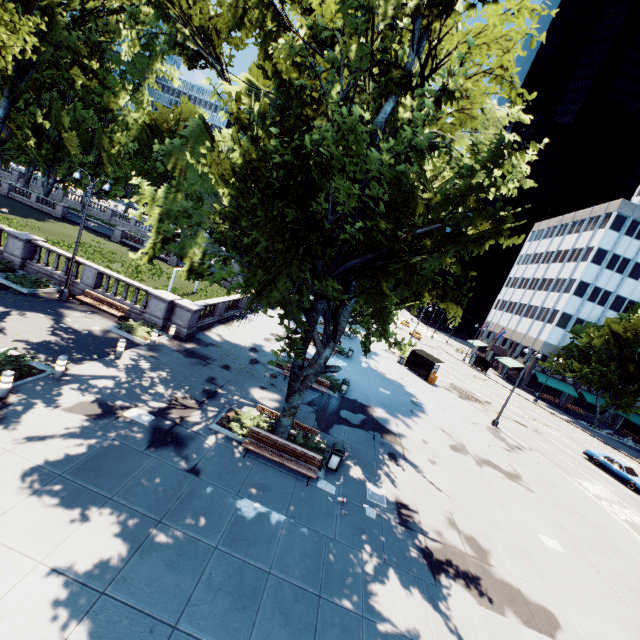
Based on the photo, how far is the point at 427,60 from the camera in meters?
8.8 m

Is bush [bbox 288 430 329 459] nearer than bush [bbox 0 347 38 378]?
No

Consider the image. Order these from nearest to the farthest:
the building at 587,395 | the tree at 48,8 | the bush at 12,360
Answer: the tree at 48,8 < the bush at 12,360 < the building at 587,395

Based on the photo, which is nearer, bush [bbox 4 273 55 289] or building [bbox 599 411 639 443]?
bush [bbox 4 273 55 289]

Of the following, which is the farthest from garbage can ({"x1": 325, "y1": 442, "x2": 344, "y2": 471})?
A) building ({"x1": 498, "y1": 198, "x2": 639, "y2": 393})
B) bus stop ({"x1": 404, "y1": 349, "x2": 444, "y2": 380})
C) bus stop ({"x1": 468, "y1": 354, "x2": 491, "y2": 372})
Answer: bus stop ({"x1": 468, "y1": 354, "x2": 491, "y2": 372})

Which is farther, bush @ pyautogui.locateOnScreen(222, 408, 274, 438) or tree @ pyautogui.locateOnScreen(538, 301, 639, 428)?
tree @ pyautogui.locateOnScreen(538, 301, 639, 428)

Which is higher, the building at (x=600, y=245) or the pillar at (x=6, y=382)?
the building at (x=600, y=245)

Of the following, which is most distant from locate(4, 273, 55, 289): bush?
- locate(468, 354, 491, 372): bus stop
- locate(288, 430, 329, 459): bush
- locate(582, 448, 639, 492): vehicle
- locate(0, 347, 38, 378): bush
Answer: locate(468, 354, 491, 372): bus stop
